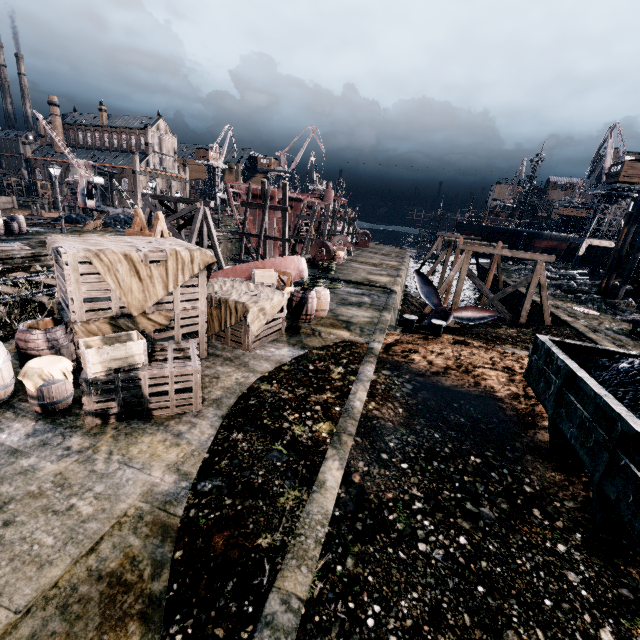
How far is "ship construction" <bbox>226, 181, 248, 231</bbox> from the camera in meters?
37.3 m

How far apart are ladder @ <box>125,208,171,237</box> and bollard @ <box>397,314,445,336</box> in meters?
10.4 m

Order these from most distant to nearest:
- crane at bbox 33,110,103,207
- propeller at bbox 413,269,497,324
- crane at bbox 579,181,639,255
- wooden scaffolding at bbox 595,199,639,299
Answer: crane at bbox 579,181,639,255 → crane at bbox 33,110,103,207 → wooden scaffolding at bbox 595,199,639,299 → propeller at bbox 413,269,497,324

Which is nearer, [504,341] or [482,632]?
[482,632]

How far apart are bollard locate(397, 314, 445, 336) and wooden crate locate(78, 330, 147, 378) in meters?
11.2

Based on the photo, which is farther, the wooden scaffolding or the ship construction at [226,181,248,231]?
the ship construction at [226,181,248,231]

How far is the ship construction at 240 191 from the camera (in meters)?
37.31

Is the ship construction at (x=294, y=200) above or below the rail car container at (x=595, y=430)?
above
